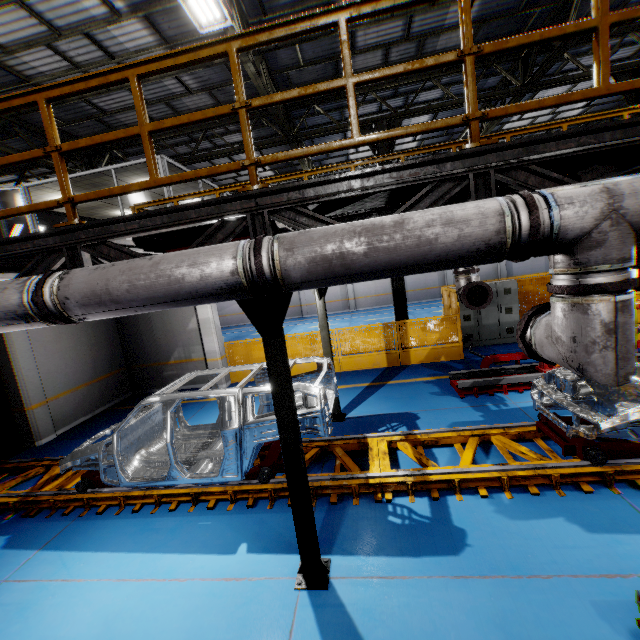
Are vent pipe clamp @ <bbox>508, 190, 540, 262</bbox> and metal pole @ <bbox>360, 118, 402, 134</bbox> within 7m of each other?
no

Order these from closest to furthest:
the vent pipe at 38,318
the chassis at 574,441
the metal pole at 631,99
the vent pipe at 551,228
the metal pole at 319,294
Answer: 1. the vent pipe at 551,228
2. the vent pipe at 38,318
3. the chassis at 574,441
4. the metal pole at 319,294
5. the metal pole at 631,99

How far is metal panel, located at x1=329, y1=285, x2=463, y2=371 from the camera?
10.3 meters

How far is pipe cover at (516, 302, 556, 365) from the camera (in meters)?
3.02

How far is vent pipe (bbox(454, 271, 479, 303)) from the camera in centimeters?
678cm

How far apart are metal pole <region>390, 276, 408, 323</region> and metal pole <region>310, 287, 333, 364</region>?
4.4m

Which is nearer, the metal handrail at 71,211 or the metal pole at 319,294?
the metal handrail at 71,211

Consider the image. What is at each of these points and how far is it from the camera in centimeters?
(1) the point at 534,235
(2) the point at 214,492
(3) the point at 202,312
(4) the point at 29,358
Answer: (1) vent pipe clamp, 224cm
(2) platform, 524cm
(3) cement column, 1070cm
(4) cement column, 840cm
